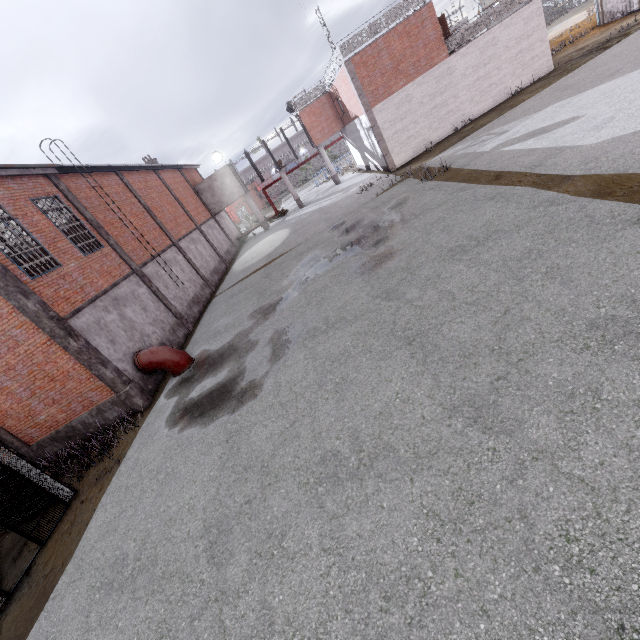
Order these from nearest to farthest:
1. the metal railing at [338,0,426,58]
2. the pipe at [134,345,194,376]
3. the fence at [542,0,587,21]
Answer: the pipe at [134,345,194,376]
the metal railing at [338,0,426,58]
the fence at [542,0,587,21]

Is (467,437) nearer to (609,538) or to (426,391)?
(426,391)

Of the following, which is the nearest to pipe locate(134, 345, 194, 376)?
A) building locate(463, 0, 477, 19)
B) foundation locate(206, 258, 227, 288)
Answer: foundation locate(206, 258, 227, 288)

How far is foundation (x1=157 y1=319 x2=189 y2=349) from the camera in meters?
14.9

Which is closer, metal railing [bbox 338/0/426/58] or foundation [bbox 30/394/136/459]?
foundation [bbox 30/394/136/459]

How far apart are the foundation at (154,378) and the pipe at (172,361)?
A: 0.05m

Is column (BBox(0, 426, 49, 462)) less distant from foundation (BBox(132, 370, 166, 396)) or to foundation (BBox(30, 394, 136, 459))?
foundation (BBox(30, 394, 136, 459))

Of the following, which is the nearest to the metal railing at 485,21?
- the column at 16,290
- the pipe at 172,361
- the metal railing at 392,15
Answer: the metal railing at 392,15
